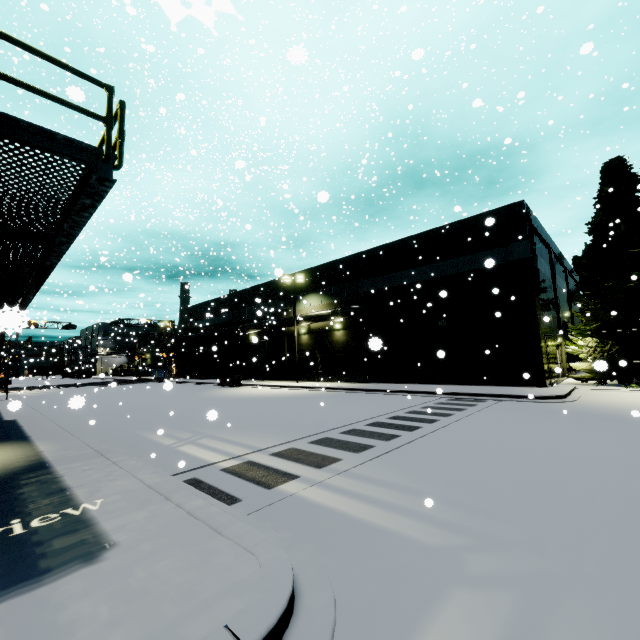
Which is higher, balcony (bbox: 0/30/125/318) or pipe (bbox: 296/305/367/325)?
pipe (bbox: 296/305/367/325)

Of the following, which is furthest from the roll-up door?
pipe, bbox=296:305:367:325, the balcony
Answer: the balcony

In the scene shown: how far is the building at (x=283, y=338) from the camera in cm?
3281

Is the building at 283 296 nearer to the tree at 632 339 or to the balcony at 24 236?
the balcony at 24 236

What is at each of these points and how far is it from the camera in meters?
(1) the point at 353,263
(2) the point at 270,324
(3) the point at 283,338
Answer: (1) building, 27.4
(2) pipe, 33.0
(3) building, 33.4

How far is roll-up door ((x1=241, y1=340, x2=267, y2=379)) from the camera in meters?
36.0 m

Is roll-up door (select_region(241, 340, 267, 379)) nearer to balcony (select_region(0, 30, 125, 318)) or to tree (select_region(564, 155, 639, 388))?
balcony (select_region(0, 30, 125, 318))

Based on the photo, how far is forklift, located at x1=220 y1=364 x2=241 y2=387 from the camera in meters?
30.5
